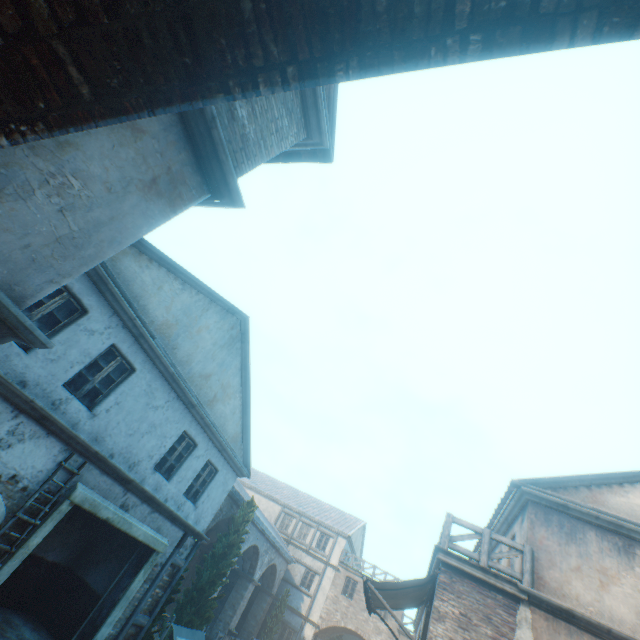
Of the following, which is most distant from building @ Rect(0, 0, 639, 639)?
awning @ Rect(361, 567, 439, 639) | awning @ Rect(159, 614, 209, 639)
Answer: awning @ Rect(159, 614, 209, 639)

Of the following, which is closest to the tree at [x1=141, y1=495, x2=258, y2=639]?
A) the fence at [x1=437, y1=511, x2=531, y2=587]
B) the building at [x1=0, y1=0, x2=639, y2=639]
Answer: the building at [x1=0, y1=0, x2=639, y2=639]

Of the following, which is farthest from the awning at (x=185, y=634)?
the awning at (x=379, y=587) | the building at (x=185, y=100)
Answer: the awning at (x=379, y=587)

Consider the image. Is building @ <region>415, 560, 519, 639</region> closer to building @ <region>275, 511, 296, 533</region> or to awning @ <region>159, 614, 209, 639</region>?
building @ <region>275, 511, 296, 533</region>

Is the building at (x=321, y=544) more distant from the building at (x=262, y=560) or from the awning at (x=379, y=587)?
the awning at (x=379, y=587)

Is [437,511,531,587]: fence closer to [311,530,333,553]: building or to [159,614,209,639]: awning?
[311,530,333,553]: building

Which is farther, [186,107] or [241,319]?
[241,319]

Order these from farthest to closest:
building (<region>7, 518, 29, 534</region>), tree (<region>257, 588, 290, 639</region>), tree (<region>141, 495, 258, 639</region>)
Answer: tree (<region>257, 588, 290, 639</region>) → tree (<region>141, 495, 258, 639</region>) → building (<region>7, 518, 29, 534</region>)
